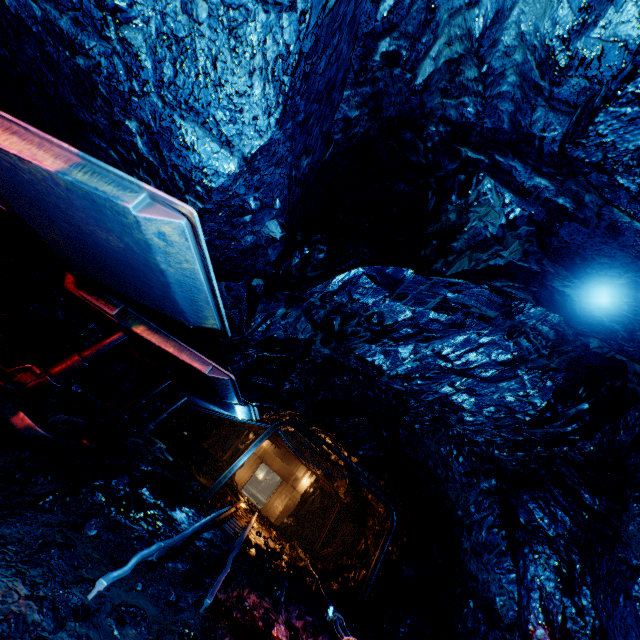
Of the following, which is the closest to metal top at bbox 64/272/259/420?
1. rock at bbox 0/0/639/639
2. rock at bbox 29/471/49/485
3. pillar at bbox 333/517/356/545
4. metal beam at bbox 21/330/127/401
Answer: rock at bbox 0/0/639/639

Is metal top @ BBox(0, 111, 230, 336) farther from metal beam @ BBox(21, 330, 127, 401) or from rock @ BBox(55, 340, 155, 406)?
metal beam @ BBox(21, 330, 127, 401)

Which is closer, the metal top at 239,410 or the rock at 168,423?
the metal top at 239,410

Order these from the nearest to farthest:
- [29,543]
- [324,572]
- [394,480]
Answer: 1. [29,543]
2. [394,480]
3. [324,572]

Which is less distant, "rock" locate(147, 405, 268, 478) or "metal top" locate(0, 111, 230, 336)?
"metal top" locate(0, 111, 230, 336)

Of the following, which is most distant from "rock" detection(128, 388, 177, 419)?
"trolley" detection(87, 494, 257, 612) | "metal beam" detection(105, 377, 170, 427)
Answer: "metal beam" detection(105, 377, 170, 427)

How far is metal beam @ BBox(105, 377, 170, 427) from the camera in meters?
7.1

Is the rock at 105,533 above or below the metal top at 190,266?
below
